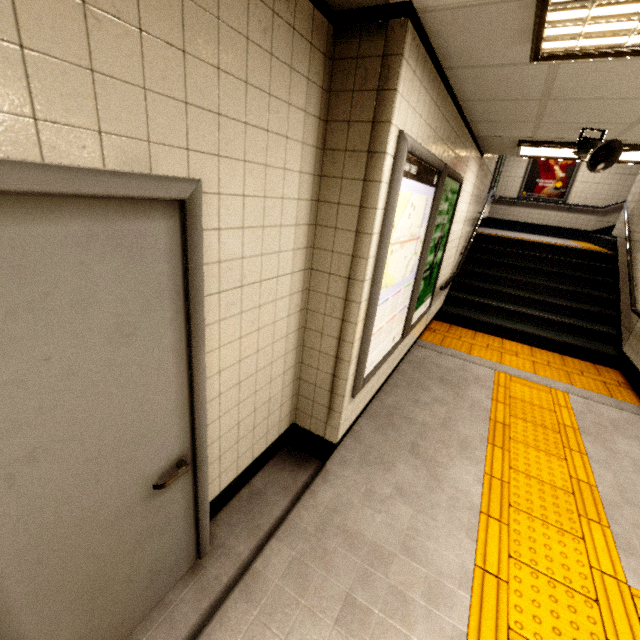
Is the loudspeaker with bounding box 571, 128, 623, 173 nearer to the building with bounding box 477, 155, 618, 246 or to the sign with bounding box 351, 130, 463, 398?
the sign with bounding box 351, 130, 463, 398

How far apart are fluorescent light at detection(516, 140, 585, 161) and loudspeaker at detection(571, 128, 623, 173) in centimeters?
59cm

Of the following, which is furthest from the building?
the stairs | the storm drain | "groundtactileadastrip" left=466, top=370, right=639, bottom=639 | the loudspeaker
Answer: the loudspeaker

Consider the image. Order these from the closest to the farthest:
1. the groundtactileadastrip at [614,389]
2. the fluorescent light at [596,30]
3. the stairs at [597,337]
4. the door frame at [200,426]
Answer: the door frame at [200,426] < the fluorescent light at [596,30] < the groundtactileadastrip at [614,389] < the stairs at [597,337]

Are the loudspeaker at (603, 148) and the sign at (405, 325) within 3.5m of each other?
yes

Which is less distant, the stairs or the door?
the door

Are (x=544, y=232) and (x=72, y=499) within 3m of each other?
no

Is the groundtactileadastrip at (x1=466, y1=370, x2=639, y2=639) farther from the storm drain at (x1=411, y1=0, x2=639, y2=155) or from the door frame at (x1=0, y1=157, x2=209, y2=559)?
A: the storm drain at (x1=411, y1=0, x2=639, y2=155)
